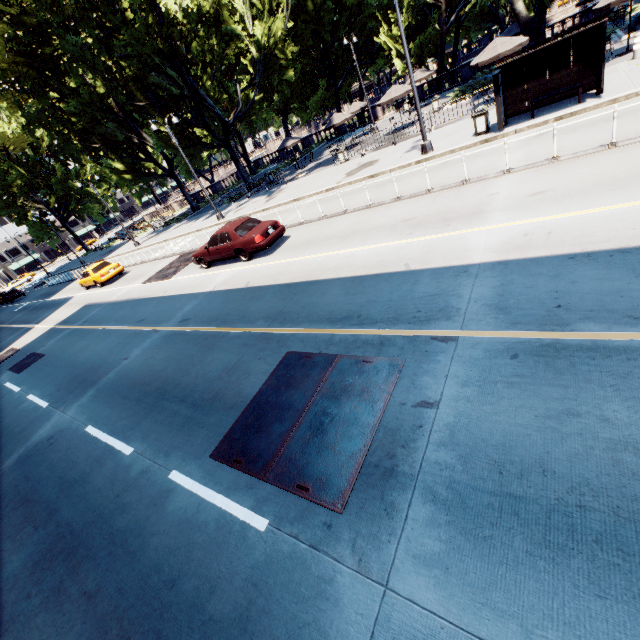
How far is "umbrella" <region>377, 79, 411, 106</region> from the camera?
22.9 meters

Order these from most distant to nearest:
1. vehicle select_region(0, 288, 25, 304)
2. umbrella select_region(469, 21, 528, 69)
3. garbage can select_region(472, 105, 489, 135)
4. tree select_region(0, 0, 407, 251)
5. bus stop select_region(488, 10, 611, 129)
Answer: vehicle select_region(0, 288, 25, 304) < tree select_region(0, 0, 407, 251) < umbrella select_region(469, 21, 528, 69) < garbage can select_region(472, 105, 489, 135) < bus stop select_region(488, 10, 611, 129)

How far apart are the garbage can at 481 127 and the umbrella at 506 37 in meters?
5.8

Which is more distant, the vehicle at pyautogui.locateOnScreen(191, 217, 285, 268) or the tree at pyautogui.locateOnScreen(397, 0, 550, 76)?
the tree at pyautogui.locateOnScreen(397, 0, 550, 76)

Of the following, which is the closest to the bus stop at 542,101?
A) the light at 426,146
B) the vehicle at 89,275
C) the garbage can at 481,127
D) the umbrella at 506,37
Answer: the garbage can at 481,127

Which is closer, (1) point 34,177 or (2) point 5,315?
(2) point 5,315

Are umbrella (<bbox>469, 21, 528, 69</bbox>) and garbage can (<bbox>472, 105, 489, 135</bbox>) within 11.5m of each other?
yes

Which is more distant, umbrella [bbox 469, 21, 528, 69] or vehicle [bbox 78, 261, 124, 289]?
vehicle [bbox 78, 261, 124, 289]
